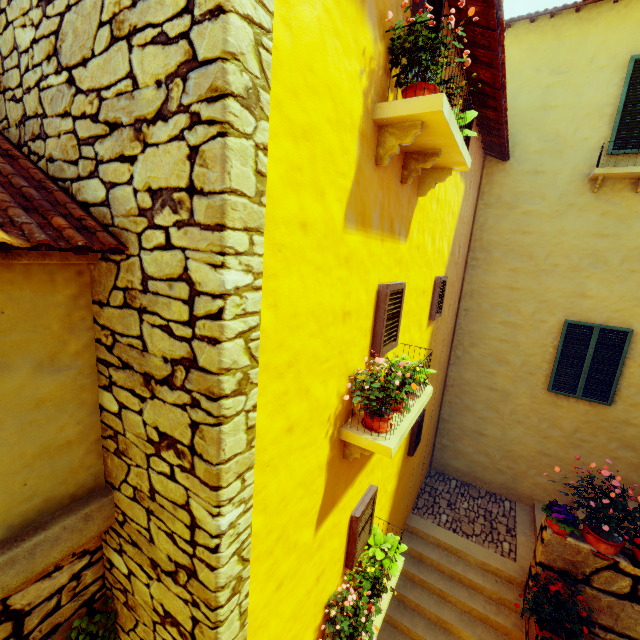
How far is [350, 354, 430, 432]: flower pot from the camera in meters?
2.6

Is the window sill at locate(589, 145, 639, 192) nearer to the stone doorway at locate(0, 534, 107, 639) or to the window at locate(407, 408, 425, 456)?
the window at locate(407, 408, 425, 456)

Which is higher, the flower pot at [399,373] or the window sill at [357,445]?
the flower pot at [399,373]

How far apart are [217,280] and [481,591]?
8.0m

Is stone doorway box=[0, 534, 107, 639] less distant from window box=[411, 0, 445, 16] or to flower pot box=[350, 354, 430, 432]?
window box=[411, 0, 445, 16]

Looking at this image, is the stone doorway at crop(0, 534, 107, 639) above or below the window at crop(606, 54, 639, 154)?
below

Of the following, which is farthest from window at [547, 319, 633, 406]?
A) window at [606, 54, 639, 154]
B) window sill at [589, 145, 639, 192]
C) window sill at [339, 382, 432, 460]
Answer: window sill at [339, 382, 432, 460]

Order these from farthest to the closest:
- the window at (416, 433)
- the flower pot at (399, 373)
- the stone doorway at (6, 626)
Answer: the window at (416, 433) < the flower pot at (399, 373) < the stone doorway at (6, 626)
